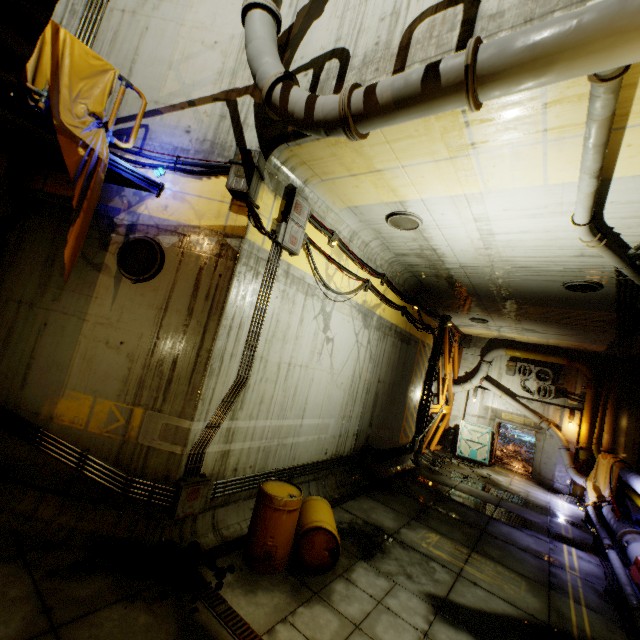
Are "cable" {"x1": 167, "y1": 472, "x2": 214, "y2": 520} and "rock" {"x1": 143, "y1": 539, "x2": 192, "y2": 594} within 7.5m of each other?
yes

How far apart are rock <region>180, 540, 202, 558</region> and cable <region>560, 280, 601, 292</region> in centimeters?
1042cm

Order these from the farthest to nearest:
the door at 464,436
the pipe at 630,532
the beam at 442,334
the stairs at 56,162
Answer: the door at 464,436 < the beam at 442,334 < the pipe at 630,532 < the stairs at 56,162

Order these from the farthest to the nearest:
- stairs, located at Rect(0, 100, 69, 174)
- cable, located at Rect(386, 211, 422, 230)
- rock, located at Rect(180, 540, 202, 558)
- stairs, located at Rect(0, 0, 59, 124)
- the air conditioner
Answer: the air conditioner < cable, located at Rect(386, 211, 422, 230) < rock, located at Rect(180, 540, 202, 558) < stairs, located at Rect(0, 100, 69, 174) < stairs, located at Rect(0, 0, 59, 124)

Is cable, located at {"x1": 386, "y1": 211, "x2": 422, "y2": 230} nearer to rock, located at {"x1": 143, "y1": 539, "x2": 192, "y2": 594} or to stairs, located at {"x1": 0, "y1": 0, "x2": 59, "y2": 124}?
stairs, located at {"x1": 0, "y1": 0, "x2": 59, "y2": 124}

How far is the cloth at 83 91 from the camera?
4.6 meters

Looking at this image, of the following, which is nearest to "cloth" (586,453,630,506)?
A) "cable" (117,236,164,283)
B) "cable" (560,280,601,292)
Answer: "cable" (560,280,601,292)

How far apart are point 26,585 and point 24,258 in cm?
503
